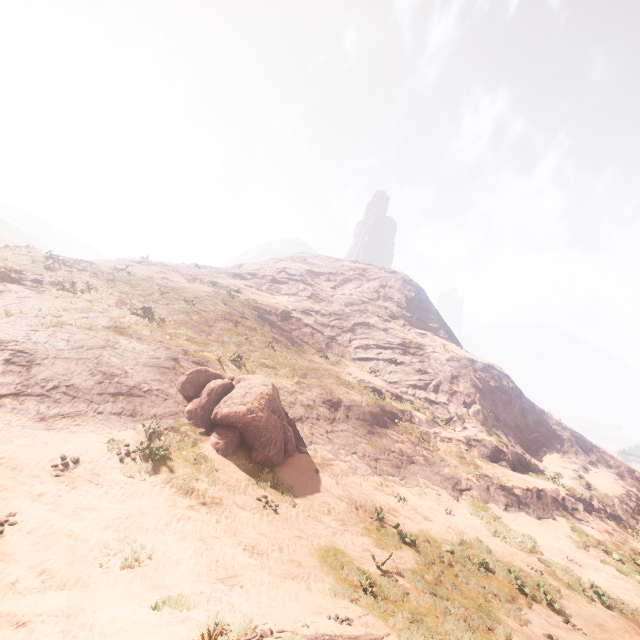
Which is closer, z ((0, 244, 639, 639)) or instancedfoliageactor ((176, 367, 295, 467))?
z ((0, 244, 639, 639))

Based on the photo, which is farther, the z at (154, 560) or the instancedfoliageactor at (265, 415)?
the instancedfoliageactor at (265, 415)

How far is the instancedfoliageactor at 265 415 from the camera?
12.7 meters

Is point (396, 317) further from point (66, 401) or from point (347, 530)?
point (66, 401)

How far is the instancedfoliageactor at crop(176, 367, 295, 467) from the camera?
12.7m
